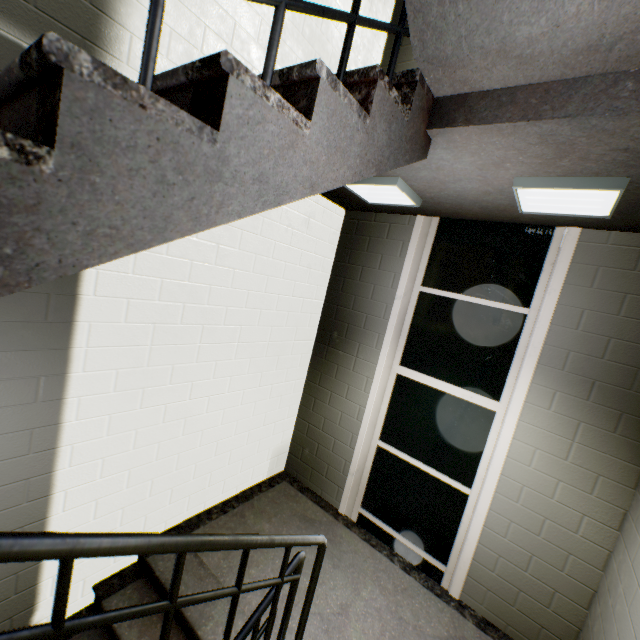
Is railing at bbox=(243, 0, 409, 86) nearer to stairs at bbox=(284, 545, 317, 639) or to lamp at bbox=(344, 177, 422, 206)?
stairs at bbox=(284, 545, 317, 639)

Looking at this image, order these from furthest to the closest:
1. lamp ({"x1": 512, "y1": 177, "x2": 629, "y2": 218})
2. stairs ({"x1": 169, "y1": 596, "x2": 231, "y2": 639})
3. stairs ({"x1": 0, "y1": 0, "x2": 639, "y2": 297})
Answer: stairs ({"x1": 169, "y1": 596, "x2": 231, "y2": 639})
lamp ({"x1": 512, "y1": 177, "x2": 629, "y2": 218})
stairs ({"x1": 0, "y1": 0, "x2": 639, "y2": 297})

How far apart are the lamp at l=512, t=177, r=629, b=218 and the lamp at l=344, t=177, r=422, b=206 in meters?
0.7 m

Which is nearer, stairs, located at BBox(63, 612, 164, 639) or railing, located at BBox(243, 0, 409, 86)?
railing, located at BBox(243, 0, 409, 86)

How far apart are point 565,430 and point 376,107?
2.7m

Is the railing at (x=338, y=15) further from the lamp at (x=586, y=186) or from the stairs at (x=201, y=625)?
the lamp at (x=586, y=186)

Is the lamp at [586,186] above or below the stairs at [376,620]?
above
